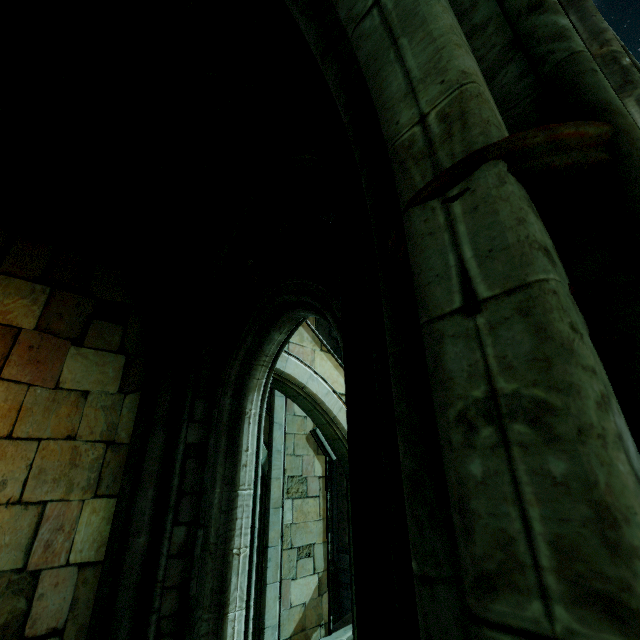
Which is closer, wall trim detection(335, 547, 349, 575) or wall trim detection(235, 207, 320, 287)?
wall trim detection(235, 207, 320, 287)

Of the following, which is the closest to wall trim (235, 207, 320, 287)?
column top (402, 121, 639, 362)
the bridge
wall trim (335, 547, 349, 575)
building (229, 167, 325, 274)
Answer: building (229, 167, 325, 274)

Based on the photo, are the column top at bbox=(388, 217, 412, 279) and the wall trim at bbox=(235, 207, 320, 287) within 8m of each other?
yes

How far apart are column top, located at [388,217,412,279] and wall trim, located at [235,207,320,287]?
3.4m

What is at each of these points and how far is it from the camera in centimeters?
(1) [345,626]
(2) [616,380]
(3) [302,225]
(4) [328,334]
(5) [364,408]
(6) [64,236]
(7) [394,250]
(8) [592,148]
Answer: (1) bridge, 1001cm
(2) stone column, 61cm
(3) wall trim, 512cm
(4) rock, 2150cm
(5) archway, 184cm
(6) building, 585cm
(7) column top, 106cm
(8) column top, 71cm

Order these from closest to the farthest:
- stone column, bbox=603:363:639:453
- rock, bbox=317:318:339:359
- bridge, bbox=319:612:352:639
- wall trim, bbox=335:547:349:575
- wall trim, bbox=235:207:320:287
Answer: stone column, bbox=603:363:639:453
wall trim, bbox=235:207:320:287
bridge, bbox=319:612:352:639
wall trim, bbox=335:547:349:575
rock, bbox=317:318:339:359

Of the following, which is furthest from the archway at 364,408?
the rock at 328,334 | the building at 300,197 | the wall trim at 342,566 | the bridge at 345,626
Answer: the wall trim at 342,566

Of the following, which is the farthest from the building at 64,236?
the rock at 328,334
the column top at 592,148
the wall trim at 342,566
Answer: the wall trim at 342,566
